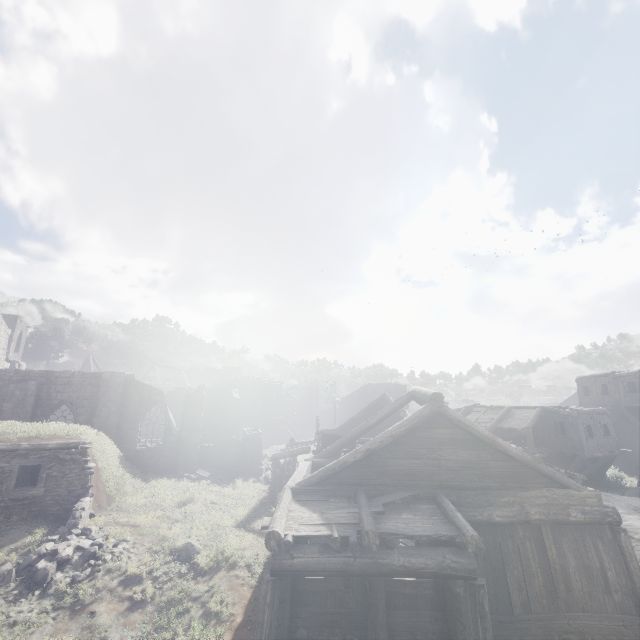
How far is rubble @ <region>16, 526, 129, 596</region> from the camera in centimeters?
955cm

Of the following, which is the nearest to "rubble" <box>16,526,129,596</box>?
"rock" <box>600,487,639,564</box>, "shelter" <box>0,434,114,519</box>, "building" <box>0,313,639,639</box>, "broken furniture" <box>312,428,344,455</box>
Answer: "shelter" <box>0,434,114,519</box>

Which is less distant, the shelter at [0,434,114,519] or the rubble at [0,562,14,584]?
the rubble at [0,562,14,584]

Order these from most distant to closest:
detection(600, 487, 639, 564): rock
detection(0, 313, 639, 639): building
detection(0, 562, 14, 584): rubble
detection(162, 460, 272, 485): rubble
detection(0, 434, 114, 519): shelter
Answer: detection(162, 460, 272, 485): rubble < detection(600, 487, 639, 564): rock < detection(0, 434, 114, 519): shelter < detection(0, 562, 14, 584): rubble < detection(0, 313, 639, 639): building

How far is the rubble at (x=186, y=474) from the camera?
21.0m

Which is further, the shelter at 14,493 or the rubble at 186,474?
the rubble at 186,474

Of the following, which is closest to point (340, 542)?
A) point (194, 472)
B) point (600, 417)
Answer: point (194, 472)

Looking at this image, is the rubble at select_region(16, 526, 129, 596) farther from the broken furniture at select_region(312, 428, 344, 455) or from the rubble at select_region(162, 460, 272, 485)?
the rubble at select_region(162, 460, 272, 485)
